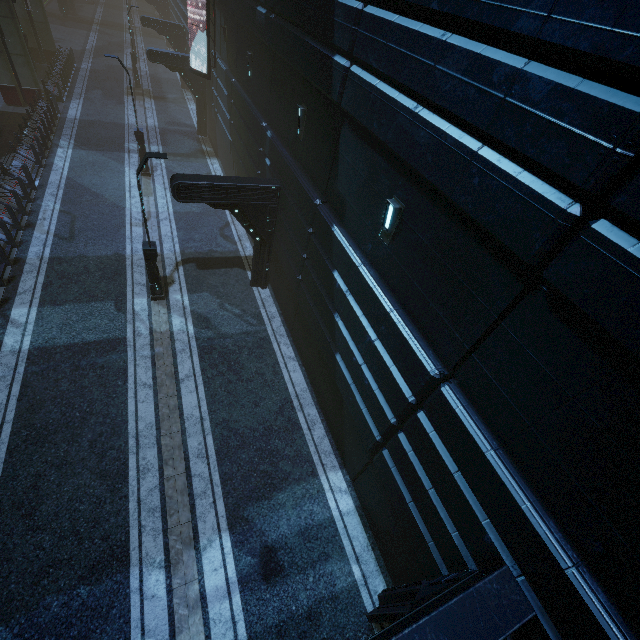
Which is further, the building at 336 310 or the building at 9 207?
the building at 9 207

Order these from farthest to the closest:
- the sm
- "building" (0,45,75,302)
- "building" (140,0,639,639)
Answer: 1. the sm
2. "building" (0,45,75,302)
3. "building" (140,0,639,639)

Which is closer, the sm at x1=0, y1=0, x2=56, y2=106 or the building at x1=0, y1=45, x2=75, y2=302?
the building at x1=0, y1=45, x2=75, y2=302

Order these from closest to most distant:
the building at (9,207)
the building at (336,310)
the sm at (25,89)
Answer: the building at (336,310)
the building at (9,207)
the sm at (25,89)

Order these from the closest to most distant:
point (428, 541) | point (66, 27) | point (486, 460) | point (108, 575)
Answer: point (486, 460)
point (428, 541)
point (108, 575)
point (66, 27)

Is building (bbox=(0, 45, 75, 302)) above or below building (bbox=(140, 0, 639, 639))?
below

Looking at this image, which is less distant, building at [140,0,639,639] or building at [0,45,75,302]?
building at [140,0,639,639]
